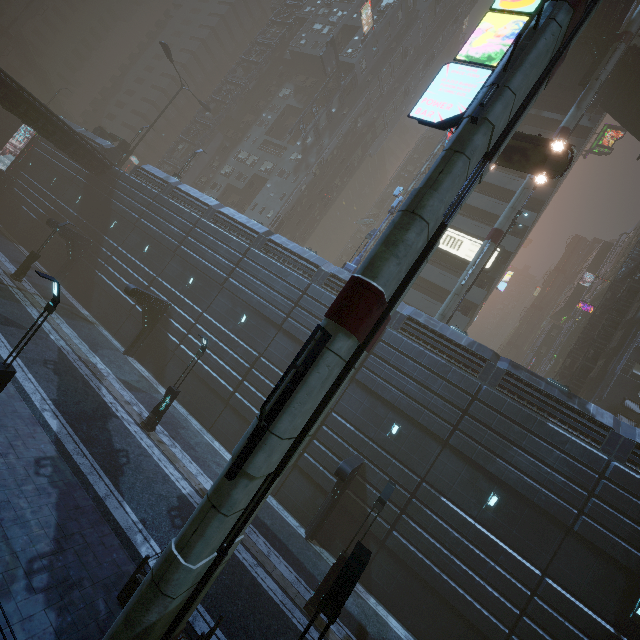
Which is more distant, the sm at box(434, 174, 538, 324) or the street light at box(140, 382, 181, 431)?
the sm at box(434, 174, 538, 324)

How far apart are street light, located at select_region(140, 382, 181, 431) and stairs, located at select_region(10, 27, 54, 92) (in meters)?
74.82

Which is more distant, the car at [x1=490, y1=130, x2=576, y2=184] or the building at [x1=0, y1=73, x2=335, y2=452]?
the building at [x1=0, y1=73, x2=335, y2=452]

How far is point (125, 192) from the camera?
30.2m

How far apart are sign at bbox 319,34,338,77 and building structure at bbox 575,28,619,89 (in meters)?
26.26

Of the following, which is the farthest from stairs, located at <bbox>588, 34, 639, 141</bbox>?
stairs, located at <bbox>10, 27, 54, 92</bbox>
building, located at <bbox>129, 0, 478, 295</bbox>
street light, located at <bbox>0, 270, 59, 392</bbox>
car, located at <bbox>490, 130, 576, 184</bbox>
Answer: stairs, located at <bbox>10, 27, 54, 92</bbox>

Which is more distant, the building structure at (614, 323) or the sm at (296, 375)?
the building structure at (614, 323)

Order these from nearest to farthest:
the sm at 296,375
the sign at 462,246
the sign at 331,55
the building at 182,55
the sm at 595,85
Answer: the sm at 296,375 → the sm at 595,85 → the sign at 462,246 → the sign at 331,55 → the building at 182,55
